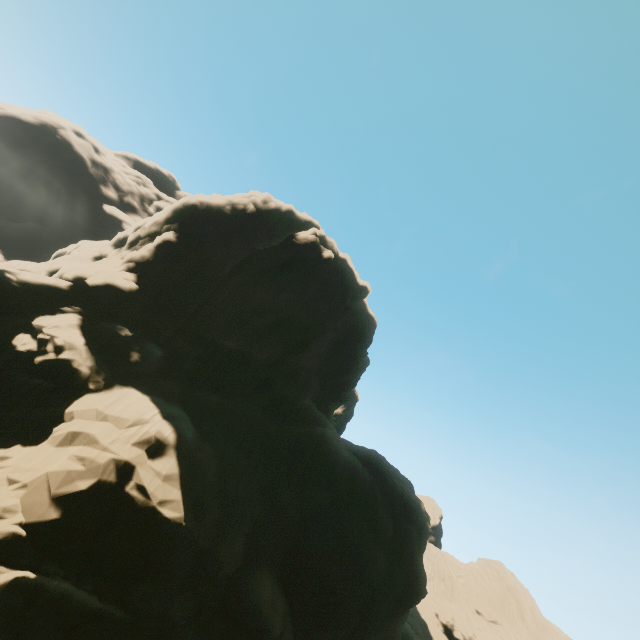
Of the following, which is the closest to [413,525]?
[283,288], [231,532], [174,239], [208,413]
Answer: [231,532]
